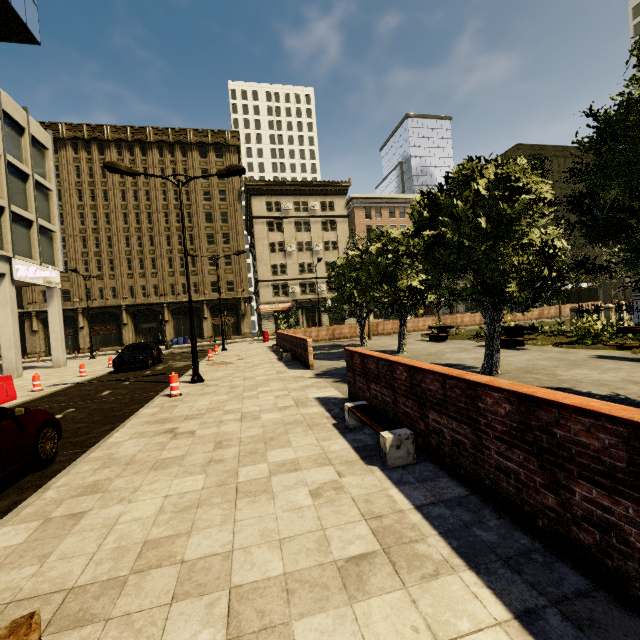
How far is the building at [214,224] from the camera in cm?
4372

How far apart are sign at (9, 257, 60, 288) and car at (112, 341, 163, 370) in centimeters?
729cm

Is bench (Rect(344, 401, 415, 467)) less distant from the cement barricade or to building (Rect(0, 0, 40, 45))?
the cement barricade

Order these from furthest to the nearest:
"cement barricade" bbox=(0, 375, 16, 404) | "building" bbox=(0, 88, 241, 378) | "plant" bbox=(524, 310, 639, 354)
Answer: "building" bbox=(0, 88, 241, 378)
"plant" bbox=(524, 310, 639, 354)
"cement barricade" bbox=(0, 375, 16, 404)

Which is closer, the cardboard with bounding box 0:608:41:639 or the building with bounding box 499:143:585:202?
the cardboard with bounding box 0:608:41:639

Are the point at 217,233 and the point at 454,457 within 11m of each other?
no

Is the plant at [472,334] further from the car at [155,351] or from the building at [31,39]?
the building at [31,39]

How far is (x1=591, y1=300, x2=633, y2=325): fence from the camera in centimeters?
1516cm
